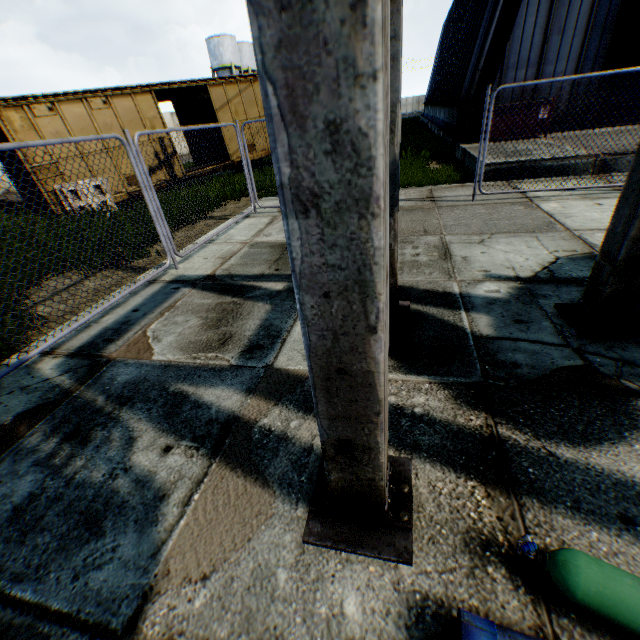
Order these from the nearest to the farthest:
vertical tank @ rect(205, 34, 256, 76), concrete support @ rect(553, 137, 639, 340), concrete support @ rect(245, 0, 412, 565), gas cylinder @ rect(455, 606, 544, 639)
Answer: concrete support @ rect(245, 0, 412, 565) < gas cylinder @ rect(455, 606, 544, 639) < concrete support @ rect(553, 137, 639, 340) < vertical tank @ rect(205, 34, 256, 76)

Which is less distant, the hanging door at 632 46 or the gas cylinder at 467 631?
the gas cylinder at 467 631

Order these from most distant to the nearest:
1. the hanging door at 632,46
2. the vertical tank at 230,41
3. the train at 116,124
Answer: the vertical tank at 230,41, the hanging door at 632,46, the train at 116,124

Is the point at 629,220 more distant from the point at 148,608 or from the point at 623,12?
the point at 623,12

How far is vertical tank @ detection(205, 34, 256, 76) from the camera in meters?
42.4

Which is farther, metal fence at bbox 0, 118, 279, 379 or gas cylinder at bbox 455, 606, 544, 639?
metal fence at bbox 0, 118, 279, 379

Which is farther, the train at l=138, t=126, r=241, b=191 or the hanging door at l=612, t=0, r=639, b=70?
the train at l=138, t=126, r=241, b=191

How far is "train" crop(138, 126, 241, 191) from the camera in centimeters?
1291cm
